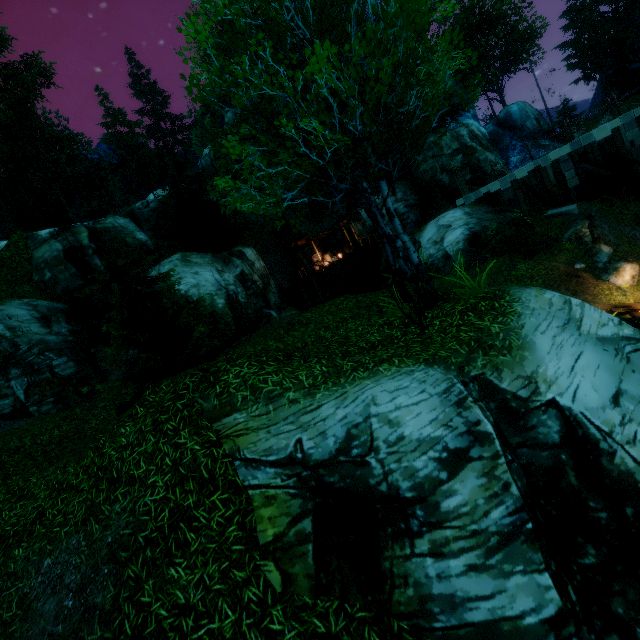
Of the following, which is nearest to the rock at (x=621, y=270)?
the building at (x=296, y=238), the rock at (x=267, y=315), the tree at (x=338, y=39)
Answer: the tree at (x=338, y=39)

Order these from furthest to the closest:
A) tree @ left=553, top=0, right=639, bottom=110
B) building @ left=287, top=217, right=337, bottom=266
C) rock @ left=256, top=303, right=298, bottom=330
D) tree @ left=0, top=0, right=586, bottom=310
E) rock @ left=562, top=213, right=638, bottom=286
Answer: tree @ left=553, top=0, right=639, bottom=110 → building @ left=287, top=217, right=337, bottom=266 → rock @ left=256, top=303, right=298, bottom=330 → rock @ left=562, top=213, right=638, bottom=286 → tree @ left=0, top=0, right=586, bottom=310

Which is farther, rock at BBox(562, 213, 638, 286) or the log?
rock at BBox(562, 213, 638, 286)

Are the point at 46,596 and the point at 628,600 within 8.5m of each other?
yes

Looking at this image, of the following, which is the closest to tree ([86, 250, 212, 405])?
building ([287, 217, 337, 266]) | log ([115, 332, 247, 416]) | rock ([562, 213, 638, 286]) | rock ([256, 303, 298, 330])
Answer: log ([115, 332, 247, 416])

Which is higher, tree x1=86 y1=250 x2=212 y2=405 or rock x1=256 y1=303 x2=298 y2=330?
tree x1=86 y1=250 x2=212 y2=405

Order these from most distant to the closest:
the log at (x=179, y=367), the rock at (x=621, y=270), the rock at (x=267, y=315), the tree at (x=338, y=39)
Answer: the rock at (x=267, y=315) → the rock at (x=621, y=270) → the log at (x=179, y=367) → the tree at (x=338, y=39)
